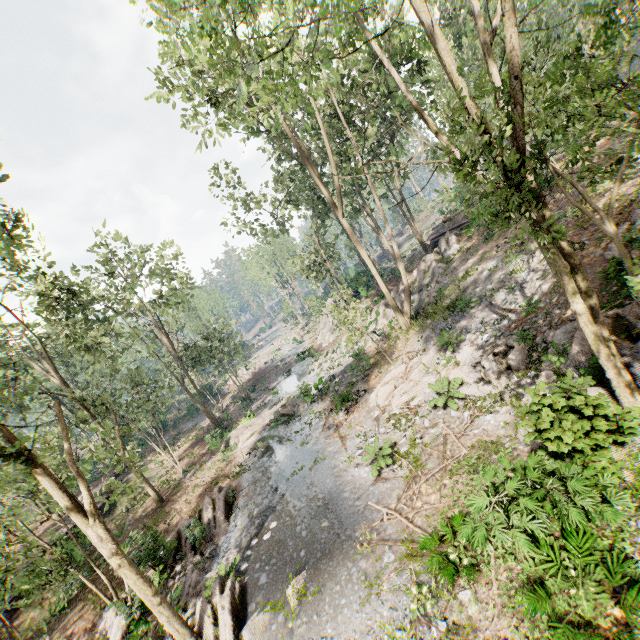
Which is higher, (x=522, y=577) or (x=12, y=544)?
(x=12, y=544)

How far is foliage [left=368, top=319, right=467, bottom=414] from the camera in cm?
1529

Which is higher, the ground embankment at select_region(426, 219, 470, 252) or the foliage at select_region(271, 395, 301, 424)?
the ground embankment at select_region(426, 219, 470, 252)

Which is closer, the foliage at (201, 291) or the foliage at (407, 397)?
the foliage at (201, 291)

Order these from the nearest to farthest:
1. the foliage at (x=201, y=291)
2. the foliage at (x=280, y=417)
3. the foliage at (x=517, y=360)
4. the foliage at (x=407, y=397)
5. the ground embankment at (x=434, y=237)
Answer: the foliage at (x=201, y=291) < the foliage at (x=517, y=360) < the foliage at (x=407, y=397) < the foliage at (x=280, y=417) < the ground embankment at (x=434, y=237)

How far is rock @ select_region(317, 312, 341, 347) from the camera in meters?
38.4

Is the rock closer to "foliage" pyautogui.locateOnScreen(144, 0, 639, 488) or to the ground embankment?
"foliage" pyautogui.locateOnScreen(144, 0, 639, 488)
